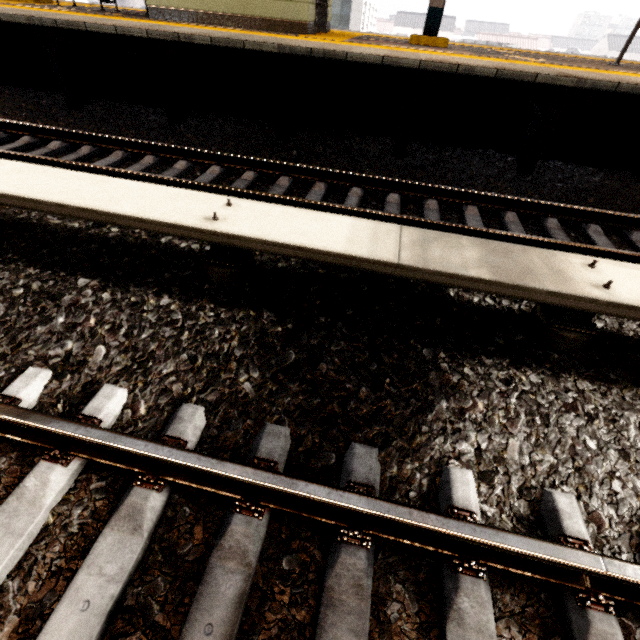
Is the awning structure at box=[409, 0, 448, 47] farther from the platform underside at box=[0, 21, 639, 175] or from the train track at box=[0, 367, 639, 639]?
the train track at box=[0, 367, 639, 639]

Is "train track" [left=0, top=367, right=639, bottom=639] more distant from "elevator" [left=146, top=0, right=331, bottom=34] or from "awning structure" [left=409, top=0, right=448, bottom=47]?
"elevator" [left=146, top=0, right=331, bottom=34]

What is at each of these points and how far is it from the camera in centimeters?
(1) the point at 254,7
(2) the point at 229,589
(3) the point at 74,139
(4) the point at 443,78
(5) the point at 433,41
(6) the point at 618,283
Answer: (1) elevator, 625cm
(2) train track, 131cm
(3) train track, 483cm
(4) platform underside, 451cm
(5) awning structure, 670cm
(6) electrical rail conduit, 197cm

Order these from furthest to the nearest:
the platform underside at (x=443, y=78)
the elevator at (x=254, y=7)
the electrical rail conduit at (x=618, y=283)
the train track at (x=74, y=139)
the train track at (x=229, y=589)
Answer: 1. the elevator at (x=254, y=7)
2. the platform underside at (x=443, y=78)
3. the train track at (x=74, y=139)
4. the electrical rail conduit at (x=618, y=283)
5. the train track at (x=229, y=589)

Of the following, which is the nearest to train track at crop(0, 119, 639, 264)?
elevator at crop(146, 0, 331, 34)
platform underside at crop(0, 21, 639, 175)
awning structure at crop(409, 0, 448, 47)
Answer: platform underside at crop(0, 21, 639, 175)

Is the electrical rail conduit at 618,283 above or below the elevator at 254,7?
below

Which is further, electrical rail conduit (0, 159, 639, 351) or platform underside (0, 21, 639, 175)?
platform underside (0, 21, 639, 175)

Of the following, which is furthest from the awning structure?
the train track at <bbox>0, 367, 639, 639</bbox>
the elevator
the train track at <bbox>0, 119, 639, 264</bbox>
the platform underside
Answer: the train track at <bbox>0, 367, 639, 639</bbox>
